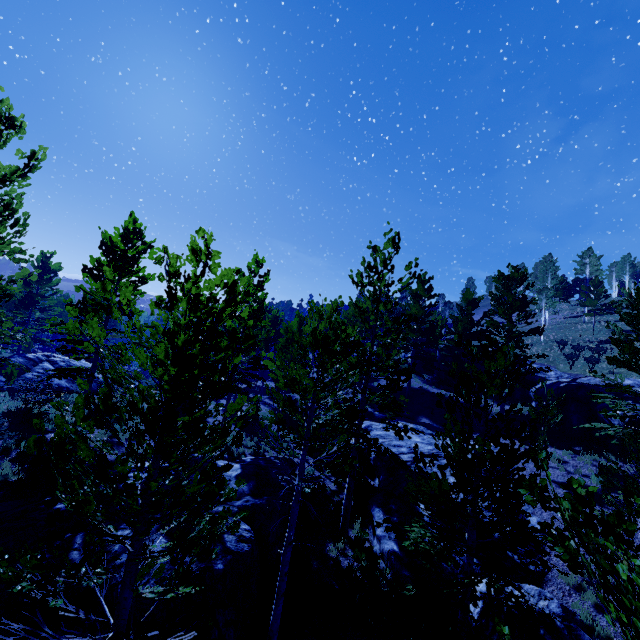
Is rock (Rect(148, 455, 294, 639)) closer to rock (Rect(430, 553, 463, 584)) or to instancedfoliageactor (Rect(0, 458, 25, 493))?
instancedfoliageactor (Rect(0, 458, 25, 493))

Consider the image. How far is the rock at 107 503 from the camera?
9.99m

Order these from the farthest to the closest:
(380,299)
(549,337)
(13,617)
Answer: (549,337), (380,299), (13,617)

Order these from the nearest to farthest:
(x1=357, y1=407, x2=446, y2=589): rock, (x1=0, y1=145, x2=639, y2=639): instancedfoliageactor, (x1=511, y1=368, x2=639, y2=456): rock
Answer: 1. (x1=0, y1=145, x2=639, y2=639): instancedfoliageactor
2. (x1=357, y1=407, x2=446, y2=589): rock
3. (x1=511, y1=368, x2=639, y2=456): rock

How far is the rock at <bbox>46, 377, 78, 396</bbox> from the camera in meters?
21.3 m

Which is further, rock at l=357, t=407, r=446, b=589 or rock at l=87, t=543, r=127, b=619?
rock at l=357, t=407, r=446, b=589

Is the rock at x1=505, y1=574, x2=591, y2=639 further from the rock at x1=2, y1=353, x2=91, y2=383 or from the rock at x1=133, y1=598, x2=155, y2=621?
the rock at x1=2, y1=353, x2=91, y2=383
